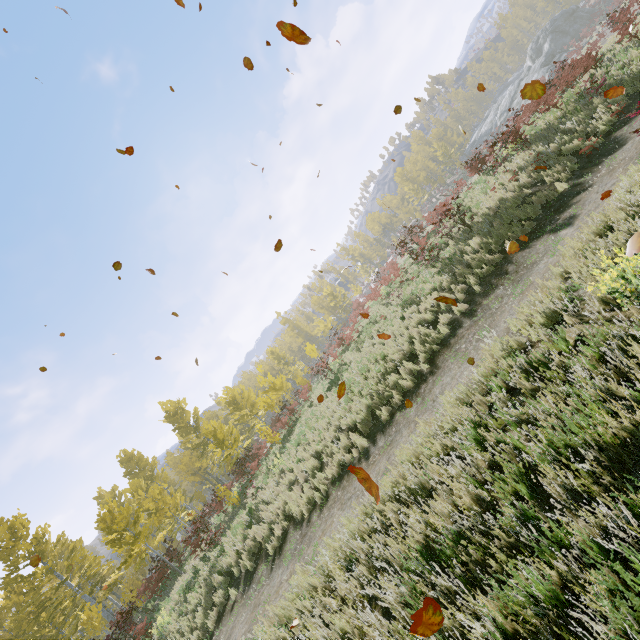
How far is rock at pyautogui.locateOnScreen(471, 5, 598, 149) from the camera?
42.12m

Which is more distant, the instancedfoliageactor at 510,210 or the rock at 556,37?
the rock at 556,37

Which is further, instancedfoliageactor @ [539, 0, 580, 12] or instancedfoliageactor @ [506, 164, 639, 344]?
instancedfoliageactor @ [539, 0, 580, 12]

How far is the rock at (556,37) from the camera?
42.1 meters

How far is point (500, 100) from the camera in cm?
5450

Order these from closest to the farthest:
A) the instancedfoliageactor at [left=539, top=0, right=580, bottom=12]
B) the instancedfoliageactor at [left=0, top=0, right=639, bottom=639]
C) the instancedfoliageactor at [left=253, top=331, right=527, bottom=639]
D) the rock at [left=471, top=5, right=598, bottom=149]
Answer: the instancedfoliageactor at [left=253, top=331, right=527, bottom=639]
the instancedfoliageactor at [left=0, top=0, right=639, bottom=639]
the rock at [left=471, top=5, right=598, bottom=149]
the instancedfoliageactor at [left=539, top=0, right=580, bottom=12]

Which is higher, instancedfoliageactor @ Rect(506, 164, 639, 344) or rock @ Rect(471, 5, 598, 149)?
rock @ Rect(471, 5, 598, 149)

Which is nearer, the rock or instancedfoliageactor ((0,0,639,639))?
instancedfoliageactor ((0,0,639,639))
